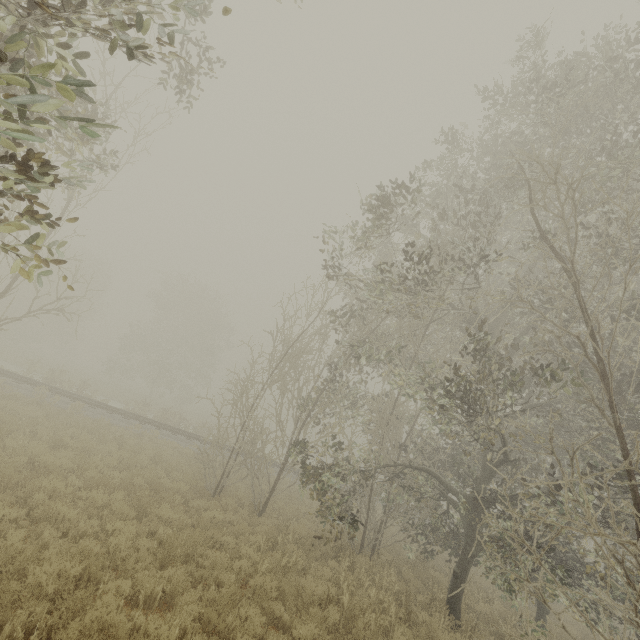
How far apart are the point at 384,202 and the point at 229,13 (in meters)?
6.51
